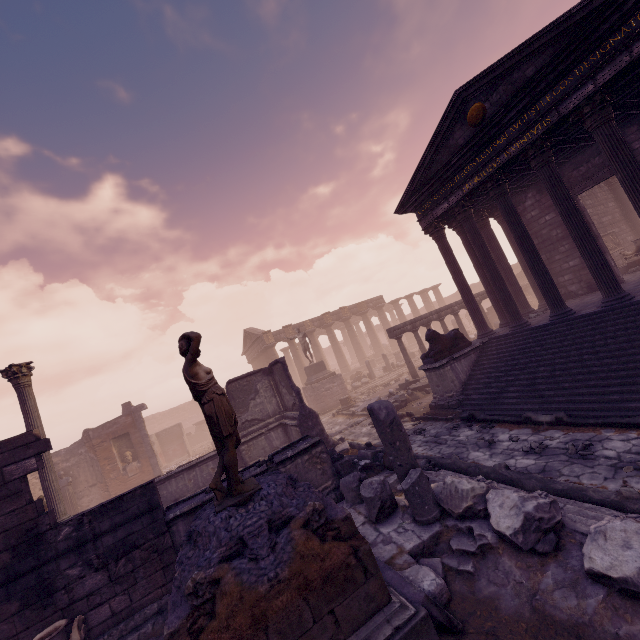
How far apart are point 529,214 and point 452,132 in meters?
6.0

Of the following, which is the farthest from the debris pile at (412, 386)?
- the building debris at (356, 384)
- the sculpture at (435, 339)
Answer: the building debris at (356, 384)

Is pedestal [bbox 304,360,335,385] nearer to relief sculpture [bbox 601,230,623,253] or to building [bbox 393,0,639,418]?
building [bbox 393,0,639,418]

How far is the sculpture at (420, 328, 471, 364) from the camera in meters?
11.1 m

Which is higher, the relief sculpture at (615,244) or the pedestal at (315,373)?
the relief sculpture at (615,244)

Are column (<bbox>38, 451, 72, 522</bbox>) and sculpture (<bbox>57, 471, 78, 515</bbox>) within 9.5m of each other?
yes

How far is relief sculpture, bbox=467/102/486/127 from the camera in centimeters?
957cm

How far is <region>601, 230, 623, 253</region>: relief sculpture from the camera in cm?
1648
